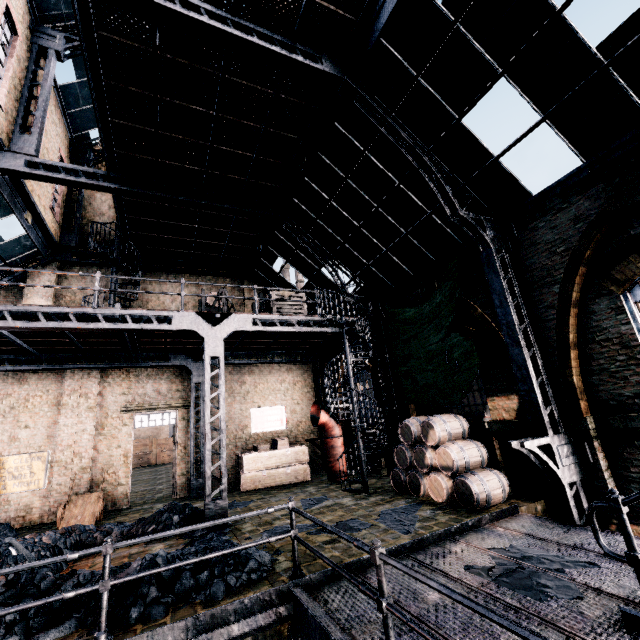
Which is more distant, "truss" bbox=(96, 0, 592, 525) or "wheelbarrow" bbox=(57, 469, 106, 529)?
"wheelbarrow" bbox=(57, 469, 106, 529)

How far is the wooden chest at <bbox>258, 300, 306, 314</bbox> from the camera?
12.5 meters

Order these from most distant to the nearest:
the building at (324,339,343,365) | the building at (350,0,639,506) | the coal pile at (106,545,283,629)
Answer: the building at (324,339,343,365), the building at (350,0,639,506), the coal pile at (106,545,283,629)

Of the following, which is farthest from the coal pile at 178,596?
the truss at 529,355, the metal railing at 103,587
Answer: the truss at 529,355

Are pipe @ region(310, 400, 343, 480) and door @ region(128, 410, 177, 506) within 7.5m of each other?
yes

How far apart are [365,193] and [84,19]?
8.1m

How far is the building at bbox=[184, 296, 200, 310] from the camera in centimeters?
1722cm

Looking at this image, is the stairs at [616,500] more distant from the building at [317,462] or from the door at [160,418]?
the door at [160,418]
